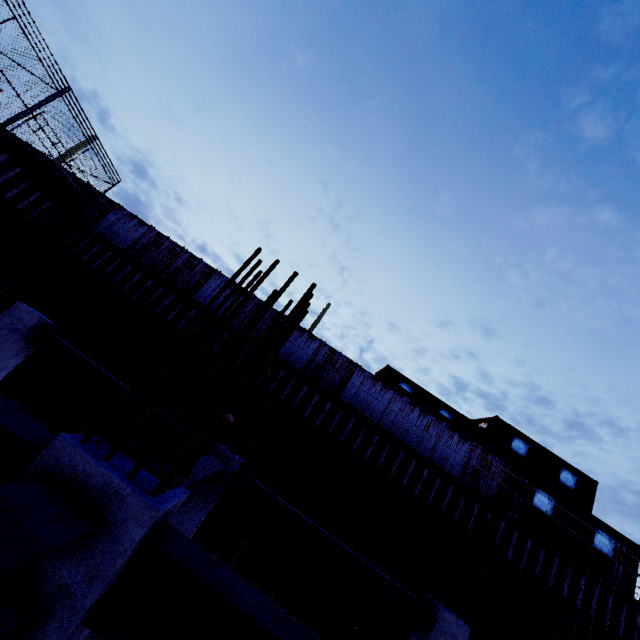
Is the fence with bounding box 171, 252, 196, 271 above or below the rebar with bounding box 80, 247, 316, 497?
above

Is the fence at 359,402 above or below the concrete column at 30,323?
above

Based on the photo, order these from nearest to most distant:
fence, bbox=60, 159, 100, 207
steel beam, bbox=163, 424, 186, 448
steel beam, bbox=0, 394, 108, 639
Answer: steel beam, bbox=0, 394, 108, 639, steel beam, bbox=163, 424, 186, 448, fence, bbox=60, 159, 100, 207

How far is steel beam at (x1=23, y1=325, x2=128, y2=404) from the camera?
6.38m

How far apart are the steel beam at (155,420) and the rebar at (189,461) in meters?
4.6 m

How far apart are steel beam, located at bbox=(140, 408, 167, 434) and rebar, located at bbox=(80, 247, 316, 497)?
4.59m

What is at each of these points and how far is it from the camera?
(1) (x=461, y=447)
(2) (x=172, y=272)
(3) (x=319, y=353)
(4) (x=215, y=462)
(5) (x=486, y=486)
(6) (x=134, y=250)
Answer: (1) fence, 13.95m
(2) fence, 14.90m
(3) fence, 14.52m
(4) steel beam, 5.06m
(5) fence, 13.50m
(6) fence, 15.00m
